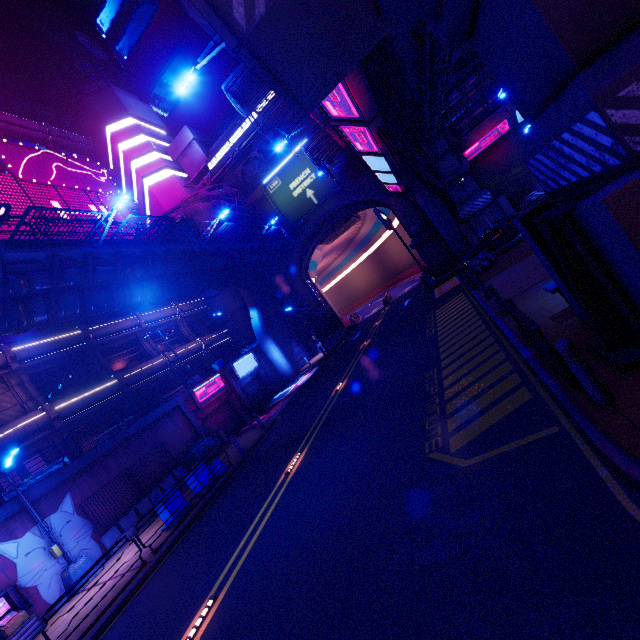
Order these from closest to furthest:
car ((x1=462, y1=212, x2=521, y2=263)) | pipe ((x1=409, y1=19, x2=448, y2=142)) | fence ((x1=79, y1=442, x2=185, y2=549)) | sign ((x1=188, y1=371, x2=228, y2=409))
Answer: pipe ((x1=409, y1=19, x2=448, y2=142)) → fence ((x1=79, y1=442, x2=185, y2=549)) → car ((x1=462, y1=212, x2=521, y2=263)) → sign ((x1=188, y1=371, x2=228, y2=409))

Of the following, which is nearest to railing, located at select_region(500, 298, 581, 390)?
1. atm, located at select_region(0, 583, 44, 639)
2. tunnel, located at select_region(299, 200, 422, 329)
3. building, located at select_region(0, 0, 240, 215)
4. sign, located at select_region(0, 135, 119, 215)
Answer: atm, located at select_region(0, 583, 44, 639)

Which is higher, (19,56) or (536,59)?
(19,56)

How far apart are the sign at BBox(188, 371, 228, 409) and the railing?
20.9m

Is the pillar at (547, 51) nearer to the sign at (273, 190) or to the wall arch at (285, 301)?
the wall arch at (285, 301)

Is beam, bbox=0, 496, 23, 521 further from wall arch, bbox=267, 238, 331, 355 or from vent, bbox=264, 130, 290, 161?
vent, bbox=264, 130, 290, 161

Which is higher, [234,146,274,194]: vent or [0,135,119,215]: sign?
[0,135,119,215]: sign

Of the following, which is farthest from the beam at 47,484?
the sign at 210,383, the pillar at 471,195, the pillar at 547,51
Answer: the pillar at 471,195
